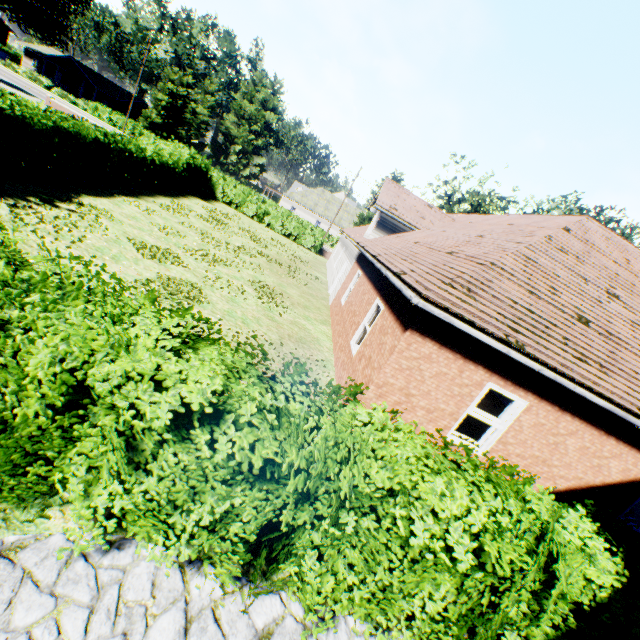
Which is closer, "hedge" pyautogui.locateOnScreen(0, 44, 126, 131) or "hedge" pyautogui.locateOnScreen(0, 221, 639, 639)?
"hedge" pyautogui.locateOnScreen(0, 221, 639, 639)

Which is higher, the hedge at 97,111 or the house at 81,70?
the house at 81,70

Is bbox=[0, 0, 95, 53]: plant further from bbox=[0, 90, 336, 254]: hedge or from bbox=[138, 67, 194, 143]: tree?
bbox=[0, 90, 336, 254]: hedge

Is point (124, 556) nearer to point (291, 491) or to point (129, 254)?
point (291, 491)

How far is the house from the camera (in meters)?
52.91

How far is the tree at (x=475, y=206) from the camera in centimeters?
3161cm

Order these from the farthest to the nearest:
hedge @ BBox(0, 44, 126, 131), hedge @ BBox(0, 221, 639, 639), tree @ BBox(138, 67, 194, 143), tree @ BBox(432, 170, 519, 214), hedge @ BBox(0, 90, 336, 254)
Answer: tree @ BBox(138, 67, 194, 143) → hedge @ BBox(0, 44, 126, 131) → tree @ BBox(432, 170, 519, 214) → hedge @ BBox(0, 90, 336, 254) → hedge @ BBox(0, 221, 639, 639)

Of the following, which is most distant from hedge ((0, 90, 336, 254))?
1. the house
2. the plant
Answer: the house
